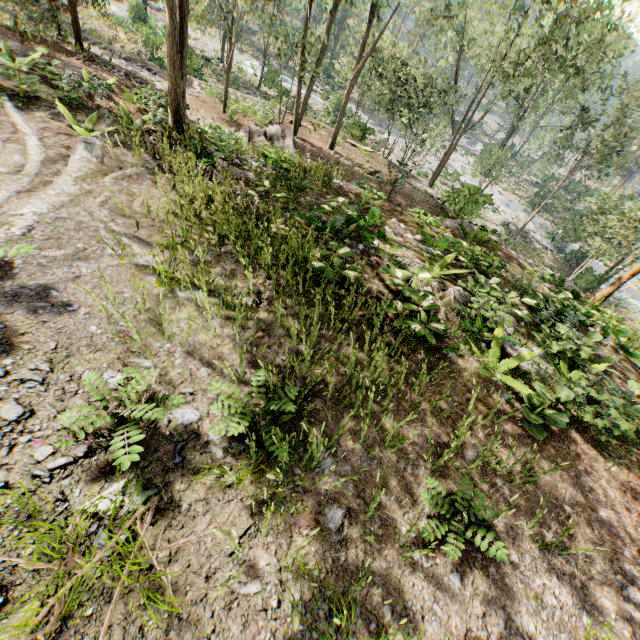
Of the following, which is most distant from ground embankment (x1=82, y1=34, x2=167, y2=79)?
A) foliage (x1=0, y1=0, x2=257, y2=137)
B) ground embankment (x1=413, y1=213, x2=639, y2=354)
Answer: ground embankment (x1=413, y1=213, x2=639, y2=354)

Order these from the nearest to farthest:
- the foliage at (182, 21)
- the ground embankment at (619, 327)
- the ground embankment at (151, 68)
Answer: the foliage at (182, 21) → the ground embankment at (619, 327) → the ground embankment at (151, 68)

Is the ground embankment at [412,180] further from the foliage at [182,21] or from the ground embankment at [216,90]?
the ground embankment at [216,90]

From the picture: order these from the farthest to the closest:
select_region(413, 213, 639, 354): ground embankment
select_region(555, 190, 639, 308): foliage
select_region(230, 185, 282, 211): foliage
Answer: select_region(555, 190, 639, 308): foliage, select_region(413, 213, 639, 354): ground embankment, select_region(230, 185, 282, 211): foliage

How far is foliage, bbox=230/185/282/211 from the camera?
7.09m

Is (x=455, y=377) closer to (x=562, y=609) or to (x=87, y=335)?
(x=562, y=609)

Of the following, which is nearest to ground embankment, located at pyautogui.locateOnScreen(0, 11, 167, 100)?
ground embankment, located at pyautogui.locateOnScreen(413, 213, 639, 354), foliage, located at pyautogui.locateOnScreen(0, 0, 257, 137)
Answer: foliage, located at pyautogui.locateOnScreen(0, 0, 257, 137)

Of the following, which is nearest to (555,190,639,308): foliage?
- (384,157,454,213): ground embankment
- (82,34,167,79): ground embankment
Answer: (82,34,167,79): ground embankment
